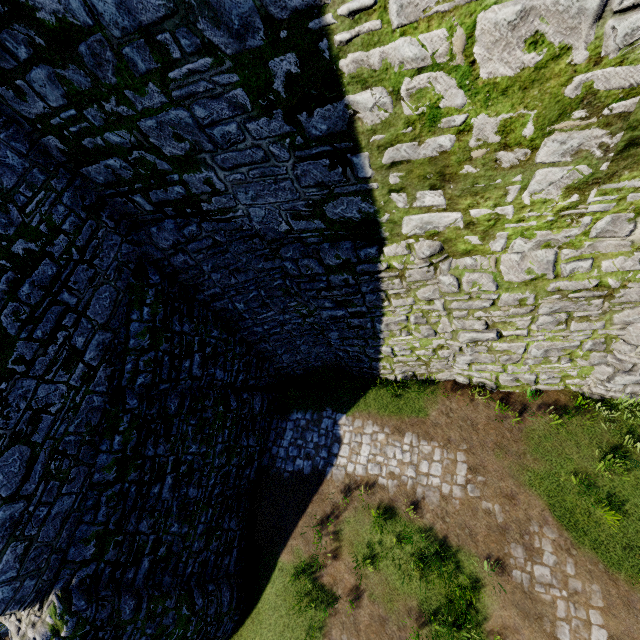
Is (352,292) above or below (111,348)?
below
